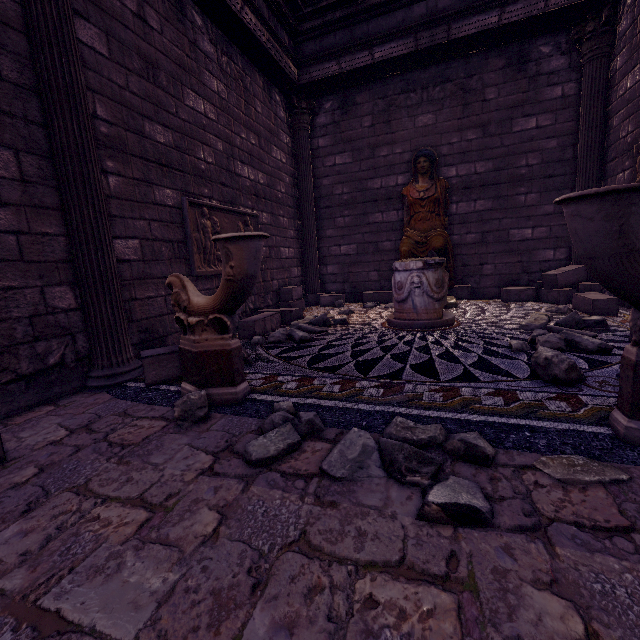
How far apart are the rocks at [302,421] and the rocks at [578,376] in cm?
213

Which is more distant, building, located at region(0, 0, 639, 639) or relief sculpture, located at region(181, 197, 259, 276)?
relief sculpture, located at region(181, 197, 259, 276)

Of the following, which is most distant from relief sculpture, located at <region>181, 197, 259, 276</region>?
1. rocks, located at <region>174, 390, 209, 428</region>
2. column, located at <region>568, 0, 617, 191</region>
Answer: column, located at <region>568, 0, 617, 191</region>

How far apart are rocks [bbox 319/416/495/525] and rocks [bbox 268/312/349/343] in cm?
259

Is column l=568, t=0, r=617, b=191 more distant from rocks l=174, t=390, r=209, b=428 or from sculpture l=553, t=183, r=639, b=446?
rocks l=174, t=390, r=209, b=428

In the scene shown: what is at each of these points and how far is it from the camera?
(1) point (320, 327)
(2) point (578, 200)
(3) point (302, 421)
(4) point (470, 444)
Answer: (1) rocks, 4.83m
(2) sculpture, 1.53m
(3) rocks, 2.01m
(4) rocks, 1.64m

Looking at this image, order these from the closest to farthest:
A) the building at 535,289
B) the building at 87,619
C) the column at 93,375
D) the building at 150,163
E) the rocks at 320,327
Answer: the building at 87,619 → the column at 93,375 → the building at 150,163 → the rocks at 320,327 → the building at 535,289

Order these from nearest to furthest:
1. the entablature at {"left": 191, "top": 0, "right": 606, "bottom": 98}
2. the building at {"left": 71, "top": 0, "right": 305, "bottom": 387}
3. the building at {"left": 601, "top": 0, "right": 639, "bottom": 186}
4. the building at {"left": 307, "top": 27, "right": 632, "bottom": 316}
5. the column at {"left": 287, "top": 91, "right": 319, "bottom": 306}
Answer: the building at {"left": 71, "top": 0, "right": 305, "bottom": 387} < the building at {"left": 601, "top": 0, "right": 639, "bottom": 186} < the entablature at {"left": 191, "top": 0, "right": 606, "bottom": 98} < the building at {"left": 307, "top": 27, "right": 632, "bottom": 316} < the column at {"left": 287, "top": 91, "right": 319, "bottom": 306}
